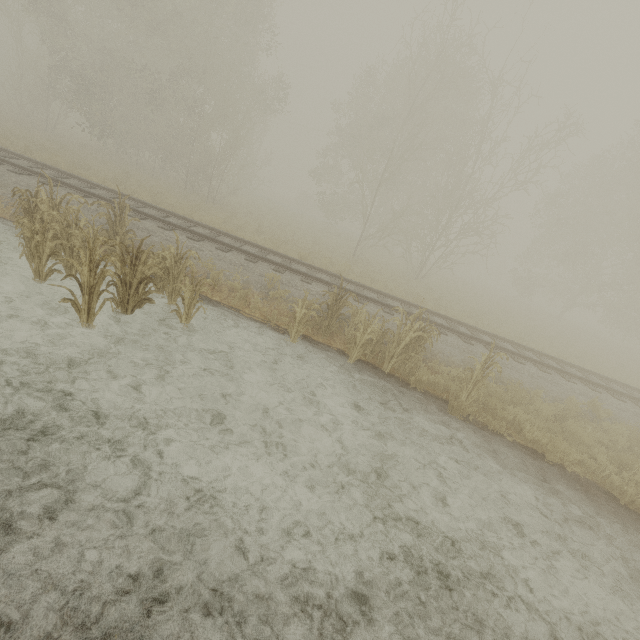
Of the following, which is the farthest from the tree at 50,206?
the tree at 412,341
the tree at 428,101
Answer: the tree at 428,101

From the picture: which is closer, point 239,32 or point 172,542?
point 172,542

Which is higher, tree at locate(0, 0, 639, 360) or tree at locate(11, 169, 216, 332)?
tree at locate(0, 0, 639, 360)

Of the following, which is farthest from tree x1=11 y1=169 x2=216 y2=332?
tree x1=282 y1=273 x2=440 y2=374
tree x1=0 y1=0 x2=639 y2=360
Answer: tree x1=0 y1=0 x2=639 y2=360

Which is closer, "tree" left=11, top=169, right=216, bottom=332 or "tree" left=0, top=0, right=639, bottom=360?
"tree" left=11, top=169, right=216, bottom=332

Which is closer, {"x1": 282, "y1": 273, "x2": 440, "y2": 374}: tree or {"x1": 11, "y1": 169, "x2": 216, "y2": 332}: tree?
{"x1": 11, "y1": 169, "x2": 216, "y2": 332}: tree
